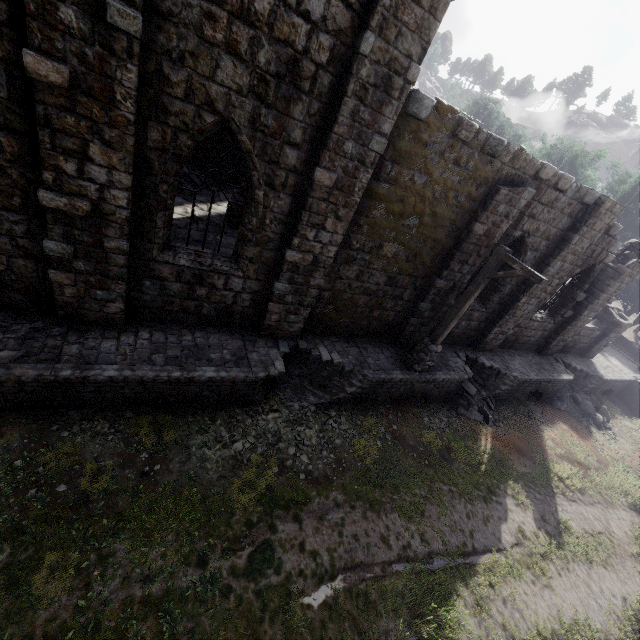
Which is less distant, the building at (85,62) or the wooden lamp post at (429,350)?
the building at (85,62)

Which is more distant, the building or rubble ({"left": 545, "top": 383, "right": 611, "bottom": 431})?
rubble ({"left": 545, "top": 383, "right": 611, "bottom": 431})

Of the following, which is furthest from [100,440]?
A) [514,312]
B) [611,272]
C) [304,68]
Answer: [611,272]

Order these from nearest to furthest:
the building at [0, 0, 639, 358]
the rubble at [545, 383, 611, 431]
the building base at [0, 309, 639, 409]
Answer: the building at [0, 0, 639, 358], the building base at [0, 309, 639, 409], the rubble at [545, 383, 611, 431]

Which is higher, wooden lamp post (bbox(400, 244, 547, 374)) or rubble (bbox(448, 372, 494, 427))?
wooden lamp post (bbox(400, 244, 547, 374))

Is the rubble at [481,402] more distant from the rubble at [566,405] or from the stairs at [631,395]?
the stairs at [631,395]

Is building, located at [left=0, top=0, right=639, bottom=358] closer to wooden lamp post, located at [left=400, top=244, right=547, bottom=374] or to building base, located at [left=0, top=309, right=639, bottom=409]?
building base, located at [left=0, top=309, right=639, bottom=409]

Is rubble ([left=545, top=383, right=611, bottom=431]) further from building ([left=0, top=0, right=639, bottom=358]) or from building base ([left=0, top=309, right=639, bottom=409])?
building ([left=0, top=0, right=639, bottom=358])
